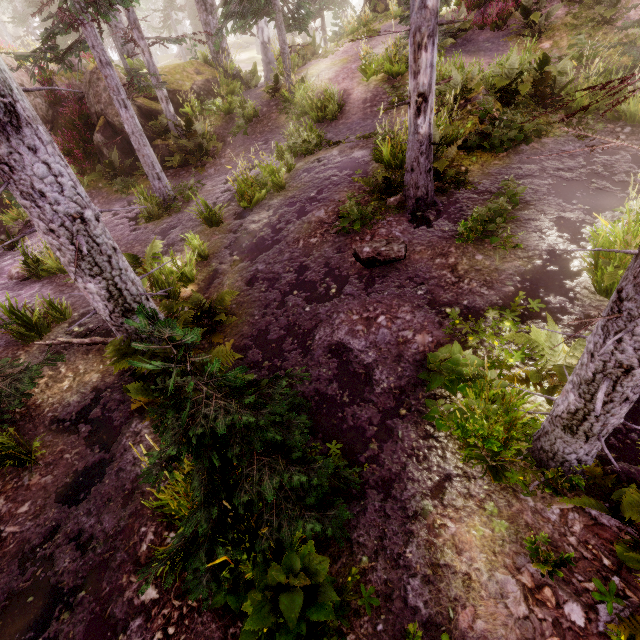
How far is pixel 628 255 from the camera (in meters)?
4.07

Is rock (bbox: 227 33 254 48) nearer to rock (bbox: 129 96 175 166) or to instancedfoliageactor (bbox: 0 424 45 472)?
instancedfoliageactor (bbox: 0 424 45 472)

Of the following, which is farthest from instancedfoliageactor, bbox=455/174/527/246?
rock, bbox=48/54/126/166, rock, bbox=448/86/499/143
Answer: rock, bbox=448/86/499/143

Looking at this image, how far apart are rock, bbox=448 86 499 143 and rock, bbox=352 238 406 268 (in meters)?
3.42

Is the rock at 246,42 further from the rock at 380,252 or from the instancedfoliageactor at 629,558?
the rock at 380,252

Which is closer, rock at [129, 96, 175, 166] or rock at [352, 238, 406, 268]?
rock at [352, 238, 406, 268]

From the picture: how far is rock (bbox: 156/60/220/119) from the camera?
14.2m

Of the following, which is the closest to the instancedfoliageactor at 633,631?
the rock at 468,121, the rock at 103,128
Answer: the rock at 103,128
